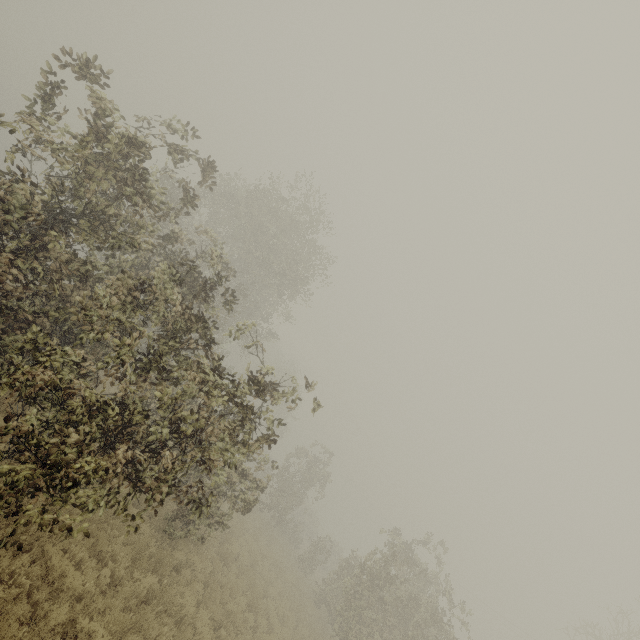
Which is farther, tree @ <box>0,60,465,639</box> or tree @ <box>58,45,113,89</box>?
tree @ <box>58,45,113,89</box>

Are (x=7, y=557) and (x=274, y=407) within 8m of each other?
no

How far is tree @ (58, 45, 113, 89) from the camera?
6.2m

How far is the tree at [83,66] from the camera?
6.21m

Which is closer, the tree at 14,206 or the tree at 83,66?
the tree at 14,206
